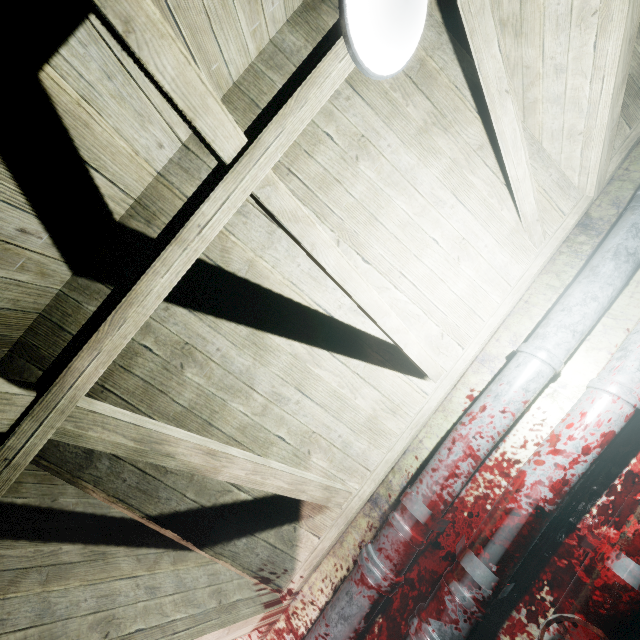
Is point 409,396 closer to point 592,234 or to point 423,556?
point 423,556

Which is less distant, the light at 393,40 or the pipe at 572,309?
the light at 393,40

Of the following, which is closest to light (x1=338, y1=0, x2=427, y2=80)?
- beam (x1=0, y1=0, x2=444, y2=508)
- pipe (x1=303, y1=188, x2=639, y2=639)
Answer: beam (x1=0, y1=0, x2=444, y2=508)

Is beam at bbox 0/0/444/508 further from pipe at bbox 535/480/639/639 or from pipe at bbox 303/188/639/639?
pipe at bbox 535/480/639/639

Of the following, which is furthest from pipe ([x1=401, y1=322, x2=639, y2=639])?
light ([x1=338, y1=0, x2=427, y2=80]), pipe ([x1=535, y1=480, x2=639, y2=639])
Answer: light ([x1=338, y1=0, x2=427, y2=80])

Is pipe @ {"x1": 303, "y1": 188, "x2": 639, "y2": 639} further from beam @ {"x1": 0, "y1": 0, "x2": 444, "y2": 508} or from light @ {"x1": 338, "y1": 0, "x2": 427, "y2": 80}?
light @ {"x1": 338, "y1": 0, "x2": 427, "y2": 80}

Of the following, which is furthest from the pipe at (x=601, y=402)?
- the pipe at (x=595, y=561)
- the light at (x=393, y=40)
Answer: the light at (x=393, y=40)

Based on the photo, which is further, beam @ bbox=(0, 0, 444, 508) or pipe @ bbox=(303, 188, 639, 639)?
pipe @ bbox=(303, 188, 639, 639)
